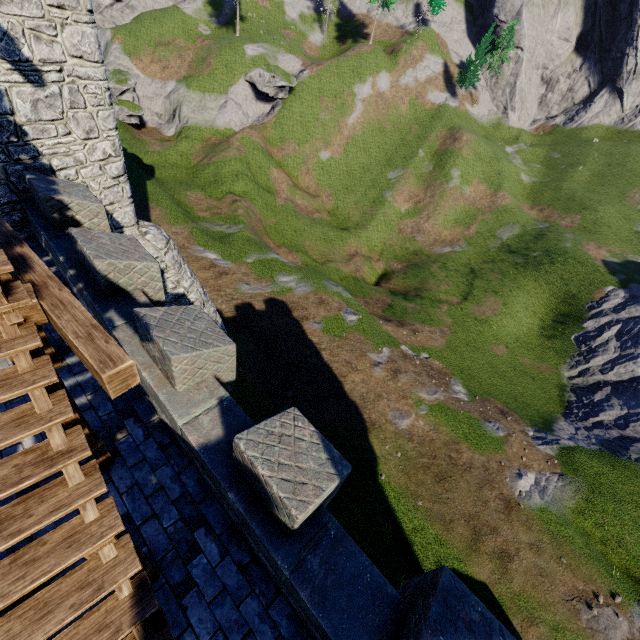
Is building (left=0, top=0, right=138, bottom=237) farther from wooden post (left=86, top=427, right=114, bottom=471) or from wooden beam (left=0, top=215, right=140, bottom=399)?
wooden post (left=86, top=427, right=114, bottom=471)

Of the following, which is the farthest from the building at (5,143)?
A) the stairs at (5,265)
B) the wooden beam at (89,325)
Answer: the stairs at (5,265)

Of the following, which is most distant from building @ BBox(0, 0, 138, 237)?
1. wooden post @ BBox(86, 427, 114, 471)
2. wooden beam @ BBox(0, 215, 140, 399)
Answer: wooden post @ BBox(86, 427, 114, 471)

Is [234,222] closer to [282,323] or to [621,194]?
[282,323]

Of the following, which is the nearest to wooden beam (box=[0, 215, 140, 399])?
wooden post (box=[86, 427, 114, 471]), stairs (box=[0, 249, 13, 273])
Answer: stairs (box=[0, 249, 13, 273])

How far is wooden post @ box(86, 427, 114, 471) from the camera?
5.08m

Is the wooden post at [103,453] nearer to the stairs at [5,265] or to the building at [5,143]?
the stairs at [5,265]

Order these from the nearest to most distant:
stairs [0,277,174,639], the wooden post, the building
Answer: stairs [0,277,174,639], the wooden post, the building
